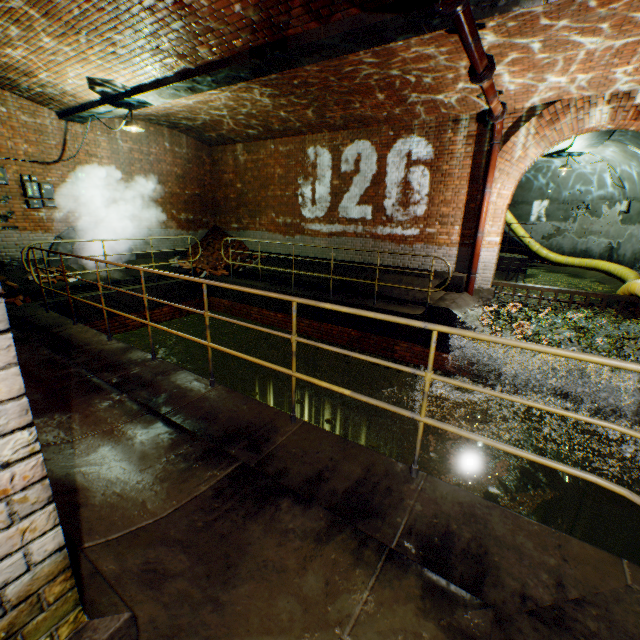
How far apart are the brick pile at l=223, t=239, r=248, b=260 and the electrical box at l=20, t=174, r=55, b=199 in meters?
4.1 m

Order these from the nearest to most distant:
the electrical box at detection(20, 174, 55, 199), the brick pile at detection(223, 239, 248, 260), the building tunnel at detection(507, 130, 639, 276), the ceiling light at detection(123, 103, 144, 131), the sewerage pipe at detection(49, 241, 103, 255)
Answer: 1. the ceiling light at detection(123, 103, 144, 131)
2. the electrical box at detection(20, 174, 55, 199)
3. the sewerage pipe at detection(49, 241, 103, 255)
4. the building tunnel at detection(507, 130, 639, 276)
5. the brick pile at detection(223, 239, 248, 260)

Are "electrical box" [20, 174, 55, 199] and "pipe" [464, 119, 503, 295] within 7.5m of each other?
no

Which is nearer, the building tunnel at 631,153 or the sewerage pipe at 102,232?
the sewerage pipe at 102,232

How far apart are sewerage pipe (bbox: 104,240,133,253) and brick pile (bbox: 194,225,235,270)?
1.8m

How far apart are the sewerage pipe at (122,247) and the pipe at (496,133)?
10.3m

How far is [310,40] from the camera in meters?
4.4

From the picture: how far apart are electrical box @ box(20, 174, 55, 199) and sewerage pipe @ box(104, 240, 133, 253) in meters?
0.6
